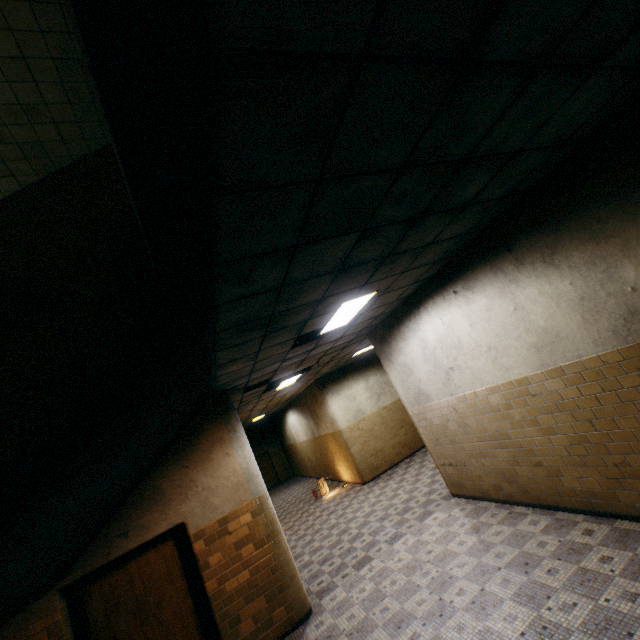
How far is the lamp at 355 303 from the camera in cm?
471

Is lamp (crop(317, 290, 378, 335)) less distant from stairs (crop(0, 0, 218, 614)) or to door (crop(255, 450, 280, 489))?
stairs (crop(0, 0, 218, 614))

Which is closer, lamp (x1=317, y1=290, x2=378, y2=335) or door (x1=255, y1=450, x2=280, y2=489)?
lamp (x1=317, y1=290, x2=378, y2=335)

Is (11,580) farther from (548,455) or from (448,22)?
(548,455)

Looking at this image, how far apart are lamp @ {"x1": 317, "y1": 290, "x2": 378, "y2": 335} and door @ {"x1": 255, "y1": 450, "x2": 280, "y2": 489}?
18.46m

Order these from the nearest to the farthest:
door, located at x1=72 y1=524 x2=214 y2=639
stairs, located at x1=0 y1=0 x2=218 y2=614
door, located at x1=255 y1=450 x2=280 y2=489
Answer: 1. stairs, located at x1=0 y1=0 x2=218 y2=614
2. door, located at x1=72 y1=524 x2=214 y2=639
3. door, located at x1=255 y1=450 x2=280 y2=489

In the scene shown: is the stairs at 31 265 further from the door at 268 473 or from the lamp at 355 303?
the door at 268 473

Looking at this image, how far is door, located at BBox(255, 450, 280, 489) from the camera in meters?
21.0
